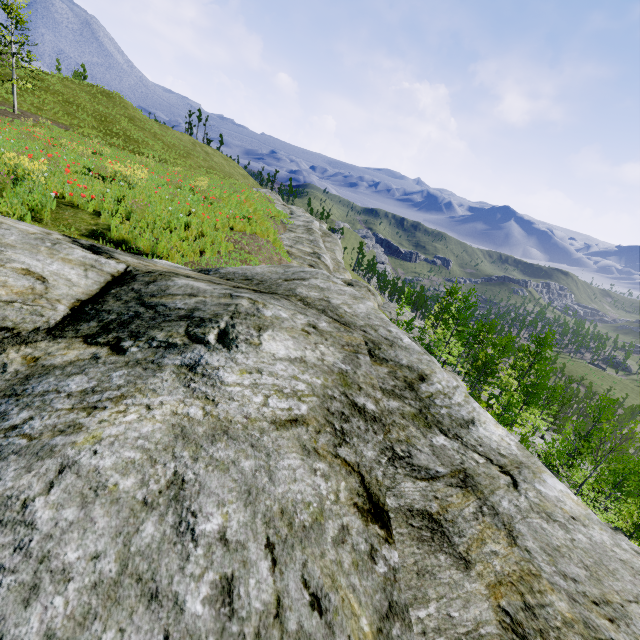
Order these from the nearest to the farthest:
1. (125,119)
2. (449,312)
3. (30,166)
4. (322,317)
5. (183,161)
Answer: (322,317), (30,166), (449,312), (183,161), (125,119)

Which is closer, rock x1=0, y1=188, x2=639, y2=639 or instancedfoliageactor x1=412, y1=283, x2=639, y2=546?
rock x1=0, y1=188, x2=639, y2=639

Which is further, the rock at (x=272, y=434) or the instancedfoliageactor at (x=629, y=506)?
the instancedfoliageactor at (x=629, y=506)

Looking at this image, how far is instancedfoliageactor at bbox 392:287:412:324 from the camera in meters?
46.4

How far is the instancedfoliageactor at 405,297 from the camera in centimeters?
4641cm

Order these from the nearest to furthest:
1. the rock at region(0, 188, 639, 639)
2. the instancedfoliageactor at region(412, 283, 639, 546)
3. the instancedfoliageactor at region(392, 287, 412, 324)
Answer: the rock at region(0, 188, 639, 639) < the instancedfoliageactor at region(412, 283, 639, 546) < the instancedfoliageactor at region(392, 287, 412, 324)

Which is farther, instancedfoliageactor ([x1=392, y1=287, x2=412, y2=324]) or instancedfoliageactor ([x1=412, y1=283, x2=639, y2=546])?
instancedfoliageactor ([x1=392, y1=287, x2=412, y2=324])
